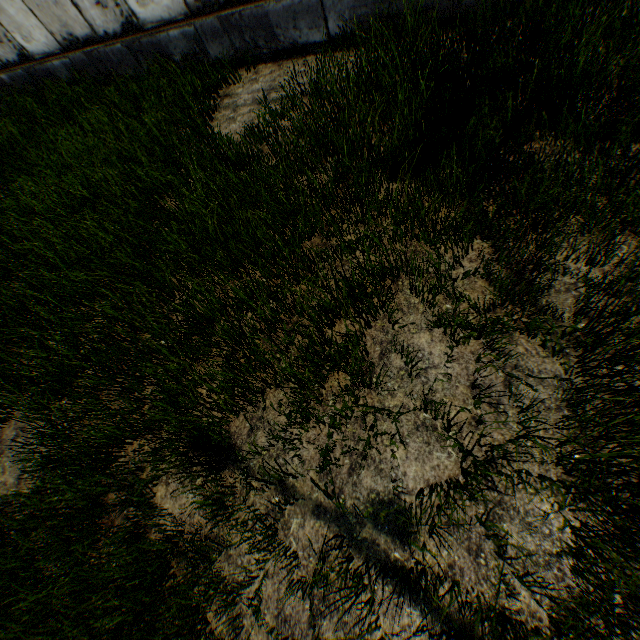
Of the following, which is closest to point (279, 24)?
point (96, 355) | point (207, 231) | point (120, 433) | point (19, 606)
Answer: point (207, 231)
